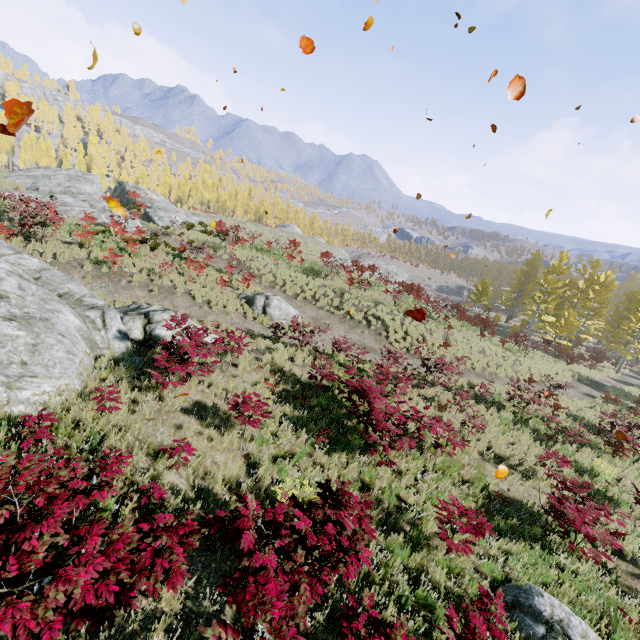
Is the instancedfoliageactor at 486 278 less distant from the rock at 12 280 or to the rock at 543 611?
the rock at 12 280

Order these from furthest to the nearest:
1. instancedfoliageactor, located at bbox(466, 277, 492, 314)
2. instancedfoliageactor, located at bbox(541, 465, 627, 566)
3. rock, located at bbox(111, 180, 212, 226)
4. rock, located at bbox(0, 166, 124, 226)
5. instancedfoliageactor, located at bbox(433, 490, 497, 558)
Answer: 1. instancedfoliageactor, located at bbox(466, 277, 492, 314)
2. rock, located at bbox(111, 180, 212, 226)
3. rock, located at bbox(0, 166, 124, 226)
4. instancedfoliageactor, located at bbox(541, 465, 627, 566)
5. instancedfoliageactor, located at bbox(433, 490, 497, 558)

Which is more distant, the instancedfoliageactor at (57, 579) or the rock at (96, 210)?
the rock at (96, 210)

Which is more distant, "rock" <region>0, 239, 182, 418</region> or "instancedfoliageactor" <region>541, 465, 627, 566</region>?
"instancedfoliageactor" <region>541, 465, 627, 566</region>

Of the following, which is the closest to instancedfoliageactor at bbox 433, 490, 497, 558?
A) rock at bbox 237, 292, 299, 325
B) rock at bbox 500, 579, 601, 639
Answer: rock at bbox 237, 292, 299, 325

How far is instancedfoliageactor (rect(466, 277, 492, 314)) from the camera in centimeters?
3871cm

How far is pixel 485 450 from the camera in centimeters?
1079cm
